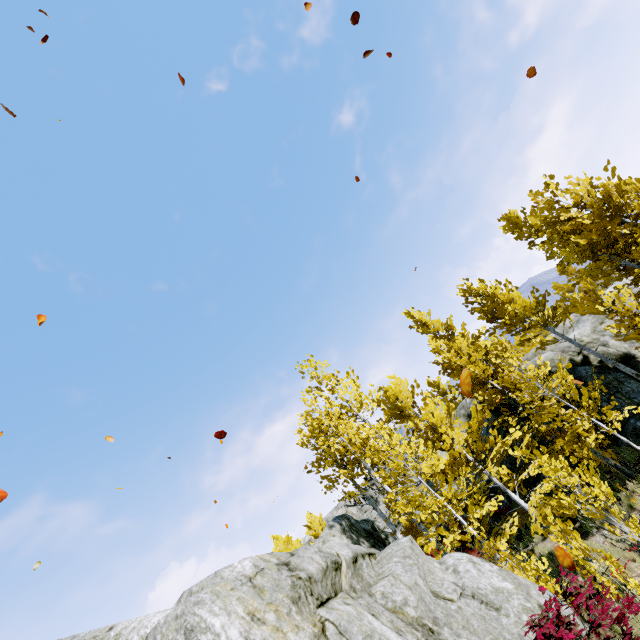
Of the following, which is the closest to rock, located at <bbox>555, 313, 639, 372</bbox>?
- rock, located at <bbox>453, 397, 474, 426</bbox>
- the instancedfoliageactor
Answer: the instancedfoliageactor

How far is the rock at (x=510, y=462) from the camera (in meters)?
14.83

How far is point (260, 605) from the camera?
5.1m

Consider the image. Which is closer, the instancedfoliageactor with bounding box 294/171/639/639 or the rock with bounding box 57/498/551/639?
the rock with bounding box 57/498/551/639

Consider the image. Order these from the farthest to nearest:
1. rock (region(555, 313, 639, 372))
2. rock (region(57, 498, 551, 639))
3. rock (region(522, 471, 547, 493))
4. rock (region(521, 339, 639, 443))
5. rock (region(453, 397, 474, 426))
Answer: rock (region(453, 397, 474, 426)) < rock (region(555, 313, 639, 372)) < rock (region(522, 471, 547, 493)) < rock (region(521, 339, 639, 443)) < rock (region(57, 498, 551, 639))

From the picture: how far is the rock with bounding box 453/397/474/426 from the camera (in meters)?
18.31

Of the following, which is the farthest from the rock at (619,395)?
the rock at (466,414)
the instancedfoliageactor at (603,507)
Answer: the rock at (466,414)

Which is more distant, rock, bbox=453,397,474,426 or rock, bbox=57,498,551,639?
rock, bbox=453,397,474,426
